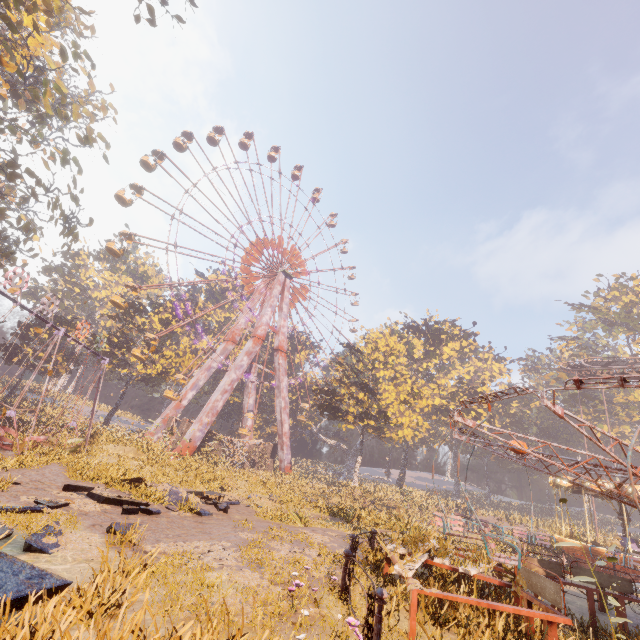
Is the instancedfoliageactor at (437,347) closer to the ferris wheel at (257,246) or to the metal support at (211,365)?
the ferris wheel at (257,246)

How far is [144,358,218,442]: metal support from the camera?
36.8 meters

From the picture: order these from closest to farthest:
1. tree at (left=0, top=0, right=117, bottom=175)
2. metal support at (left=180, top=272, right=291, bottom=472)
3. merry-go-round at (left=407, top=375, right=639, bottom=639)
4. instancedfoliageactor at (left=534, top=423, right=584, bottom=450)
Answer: merry-go-round at (left=407, top=375, right=639, bottom=639)
tree at (left=0, top=0, right=117, bottom=175)
metal support at (left=180, top=272, right=291, bottom=472)
instancedfoliageactor at (left=534, top=423, right=584, bottom=450)

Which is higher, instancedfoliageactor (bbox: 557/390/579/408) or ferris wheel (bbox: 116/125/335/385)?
ferris wheel (bbox: 116/125/335/385)

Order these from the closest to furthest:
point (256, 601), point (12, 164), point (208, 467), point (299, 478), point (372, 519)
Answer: point (256, 601), point (372, 519), point (12, 164), point (208, 467), point (299, 478)

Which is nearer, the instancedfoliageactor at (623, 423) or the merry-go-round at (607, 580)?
the merry-go-round at (607, 580)

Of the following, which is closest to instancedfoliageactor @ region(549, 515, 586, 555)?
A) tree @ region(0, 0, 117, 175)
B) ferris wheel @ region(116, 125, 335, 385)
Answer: ferris wheel @ region(116, 125, 335, 385)

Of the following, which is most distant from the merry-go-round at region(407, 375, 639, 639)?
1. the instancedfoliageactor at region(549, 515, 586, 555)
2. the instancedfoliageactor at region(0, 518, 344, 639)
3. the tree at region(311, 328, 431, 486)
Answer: the instancedfoliageactor at region(549, 515, 586, 555)
